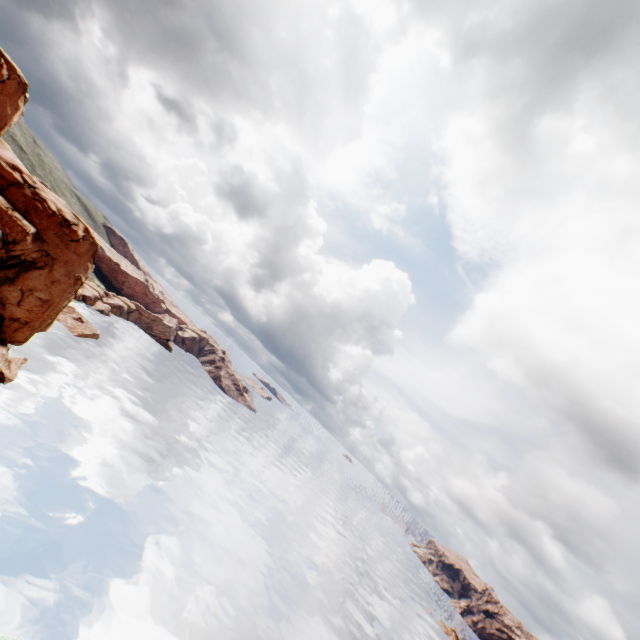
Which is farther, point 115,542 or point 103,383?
point 103,383
